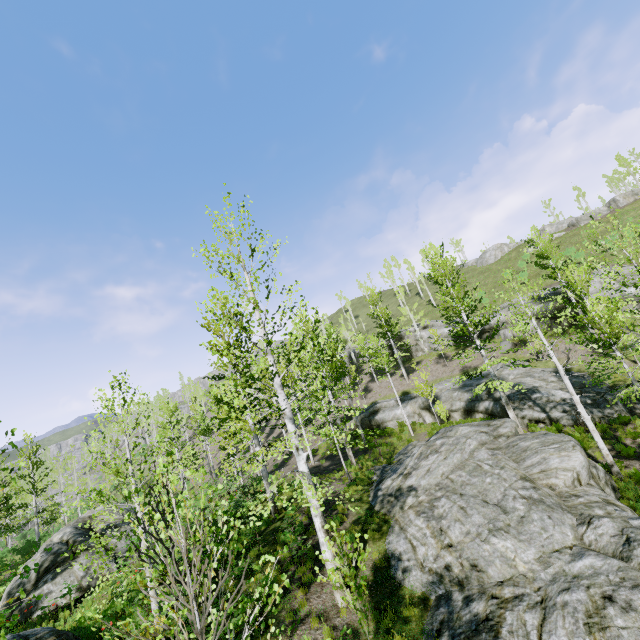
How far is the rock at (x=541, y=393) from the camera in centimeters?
1750cm

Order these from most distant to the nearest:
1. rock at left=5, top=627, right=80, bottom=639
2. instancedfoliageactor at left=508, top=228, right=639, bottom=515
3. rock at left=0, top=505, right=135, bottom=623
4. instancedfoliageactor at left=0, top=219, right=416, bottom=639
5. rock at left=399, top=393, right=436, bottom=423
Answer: rock at left=399, top=393, right=436, bottom=423
rock at left=0, top=505, right=135, bottom=623
instancedfoliageactor at left=508, top=228, right=639, bottom=515
rock at left=5, top=627, right=80, bottom=639
instancedfoliageactor at left=0, top=219, right=416, bottom=639

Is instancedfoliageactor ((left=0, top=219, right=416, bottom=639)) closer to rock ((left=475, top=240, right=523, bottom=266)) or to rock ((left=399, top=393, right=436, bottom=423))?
rock ((left=399, top=393, right=436, bottom=423))

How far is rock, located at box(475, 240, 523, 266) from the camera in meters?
54.4

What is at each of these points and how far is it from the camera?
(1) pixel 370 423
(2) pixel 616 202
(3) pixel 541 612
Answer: (1) rock, 29.2 meters
(2) rock, 41.7 meters
(3) rock, 6.4 meters

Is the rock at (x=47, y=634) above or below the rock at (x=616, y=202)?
below

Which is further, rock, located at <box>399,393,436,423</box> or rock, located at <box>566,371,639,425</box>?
rock, located at <box>399,393,436,423</box>

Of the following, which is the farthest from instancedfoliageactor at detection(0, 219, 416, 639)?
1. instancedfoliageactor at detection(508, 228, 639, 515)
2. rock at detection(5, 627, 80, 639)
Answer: rock at detection(5, 627, 80, 639)
